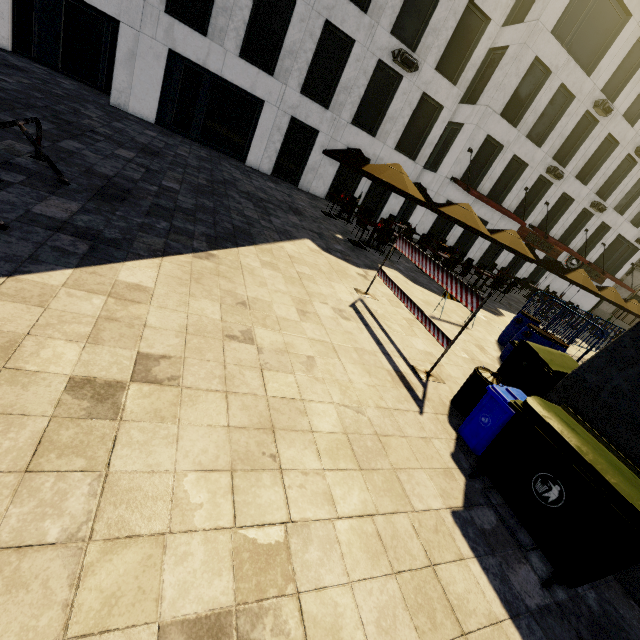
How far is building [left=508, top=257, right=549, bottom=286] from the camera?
26.0 meters

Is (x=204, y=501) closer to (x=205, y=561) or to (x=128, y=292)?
(x=205, y=561)

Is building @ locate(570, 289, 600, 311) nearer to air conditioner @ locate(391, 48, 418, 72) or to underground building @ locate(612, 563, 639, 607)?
air conditioner @ locate(391, 48, 418, 72)

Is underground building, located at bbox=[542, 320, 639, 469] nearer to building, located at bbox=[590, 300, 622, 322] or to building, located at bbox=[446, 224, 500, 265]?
building, located at bbox=[446, 224, 500, 265]

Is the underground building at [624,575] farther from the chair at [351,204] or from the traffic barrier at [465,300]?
the chair at [351,204]

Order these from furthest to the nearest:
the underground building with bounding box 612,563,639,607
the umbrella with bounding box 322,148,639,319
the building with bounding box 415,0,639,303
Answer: the building with bounding box 415,0,639,303, the umbrella with bounding box 322,148,639,319, the underground building with bounding box 612,563,639,607

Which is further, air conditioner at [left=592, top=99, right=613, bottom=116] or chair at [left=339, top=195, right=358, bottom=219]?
air conditioner at [left=592, top=99, right=613, bottom=116]

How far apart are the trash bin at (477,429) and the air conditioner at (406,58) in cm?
1688
